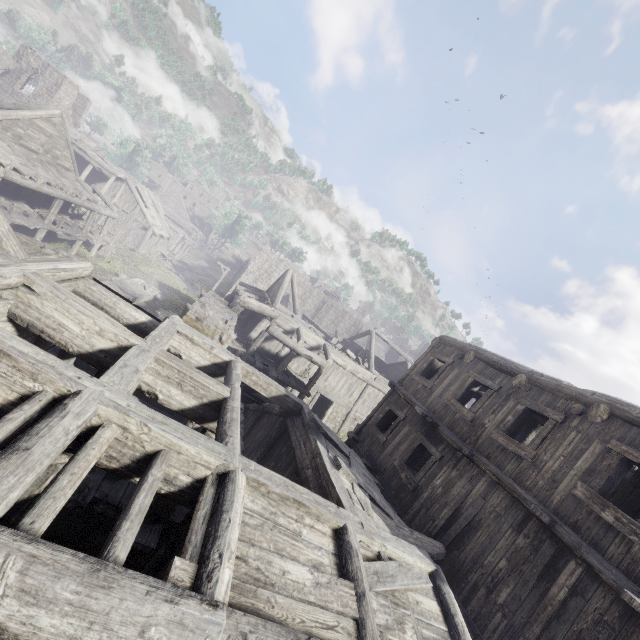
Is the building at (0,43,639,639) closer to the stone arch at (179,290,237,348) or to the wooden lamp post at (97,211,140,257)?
the stone arch at (179,290,237,348)

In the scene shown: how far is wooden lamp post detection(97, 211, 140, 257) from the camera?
28.50m

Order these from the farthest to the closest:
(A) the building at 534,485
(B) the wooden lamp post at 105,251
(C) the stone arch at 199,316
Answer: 1. (B) the wooden lamp post at 105,251
2. (C) the stone arch at 199,316
3. (A) the building at 534,485

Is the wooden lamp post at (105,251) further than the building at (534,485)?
Yes

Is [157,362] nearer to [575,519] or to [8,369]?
[8,369]

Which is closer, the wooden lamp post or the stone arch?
the stone arch

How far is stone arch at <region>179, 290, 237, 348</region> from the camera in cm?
1343

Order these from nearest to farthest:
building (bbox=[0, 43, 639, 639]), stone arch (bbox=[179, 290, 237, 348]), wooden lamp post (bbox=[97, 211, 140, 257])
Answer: building (bbox=[0, 43, 639, 639])
stone arch (bbox=[179, 290, 237, 348])
wooden lamp post (bbox=[97, 211, 140, 257])
